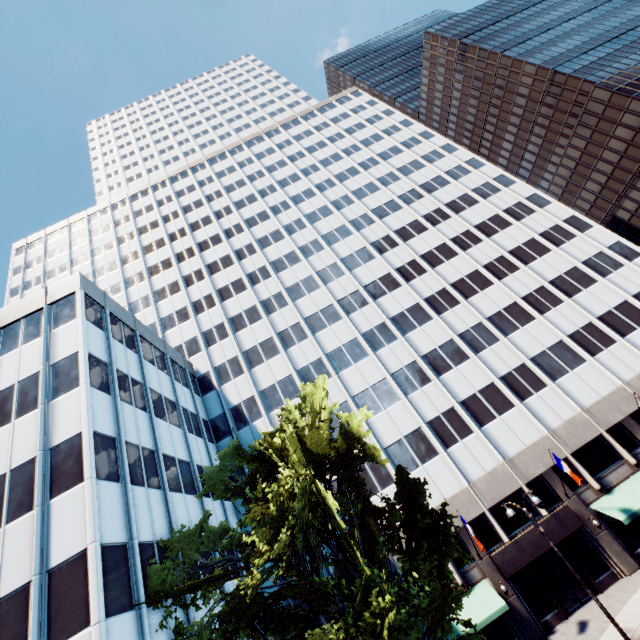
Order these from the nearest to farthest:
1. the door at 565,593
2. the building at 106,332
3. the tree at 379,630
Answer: the tree at 379,630, the building at 106,332, the door at 565,593

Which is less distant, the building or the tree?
the tree

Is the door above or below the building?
below

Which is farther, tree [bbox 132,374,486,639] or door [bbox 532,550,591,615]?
→ door [bbox 532,550,591,615]

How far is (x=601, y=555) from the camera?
22.2m

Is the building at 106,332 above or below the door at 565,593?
above

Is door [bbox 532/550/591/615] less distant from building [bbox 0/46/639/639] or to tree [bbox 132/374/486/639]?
building [bbox 0/46/639/639]
